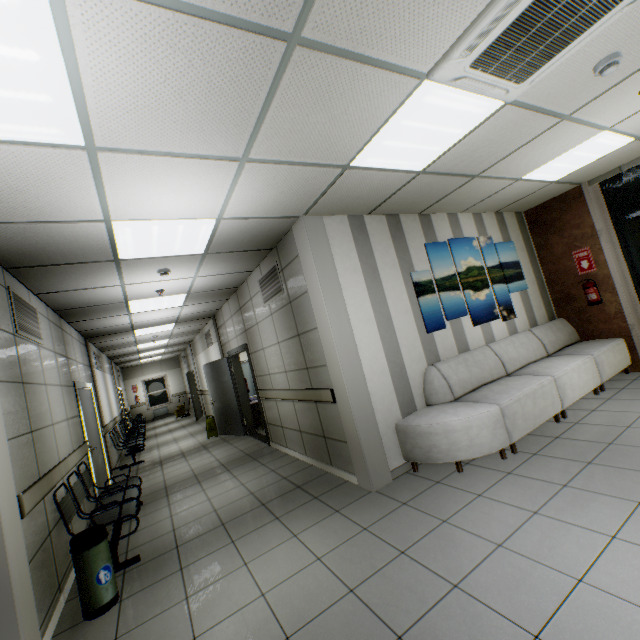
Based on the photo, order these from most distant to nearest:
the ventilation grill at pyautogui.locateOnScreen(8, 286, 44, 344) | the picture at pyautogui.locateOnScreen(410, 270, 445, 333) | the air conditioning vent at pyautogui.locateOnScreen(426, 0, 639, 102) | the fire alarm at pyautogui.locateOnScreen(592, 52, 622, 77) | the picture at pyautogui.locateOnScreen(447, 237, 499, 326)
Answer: the picture at pyautogui.locateOnScreen(447, 237, 499, 326)
the picture at pyautogui.locateOnScreen(410, 270, 445, 333)
the ventilation grill at pyautogui.locateOnScreen(8, 286, 44, 344)
the fire alarm at pyautogui.locateOnScreen(592, 52, 622, 77)
the air conditioning vent at pyautogui.locateOnScreen(426, 0, 639, 102)

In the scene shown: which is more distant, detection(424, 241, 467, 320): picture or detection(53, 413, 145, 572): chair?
detection(424, 241, 467, 320): picture

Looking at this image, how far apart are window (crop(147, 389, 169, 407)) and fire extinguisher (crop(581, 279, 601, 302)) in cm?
1957

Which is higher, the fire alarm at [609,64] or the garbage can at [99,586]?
the fire alarm at [609,64]

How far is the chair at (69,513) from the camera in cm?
333

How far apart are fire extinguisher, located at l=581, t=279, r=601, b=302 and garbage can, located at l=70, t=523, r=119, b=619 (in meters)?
7.44

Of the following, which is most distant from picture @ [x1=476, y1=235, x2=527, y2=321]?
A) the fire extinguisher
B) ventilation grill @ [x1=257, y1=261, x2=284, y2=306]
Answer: ventilation grill @ [x1=257, y1=261, x2=284, y2=306]

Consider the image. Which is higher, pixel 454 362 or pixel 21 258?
pixel 21 258
